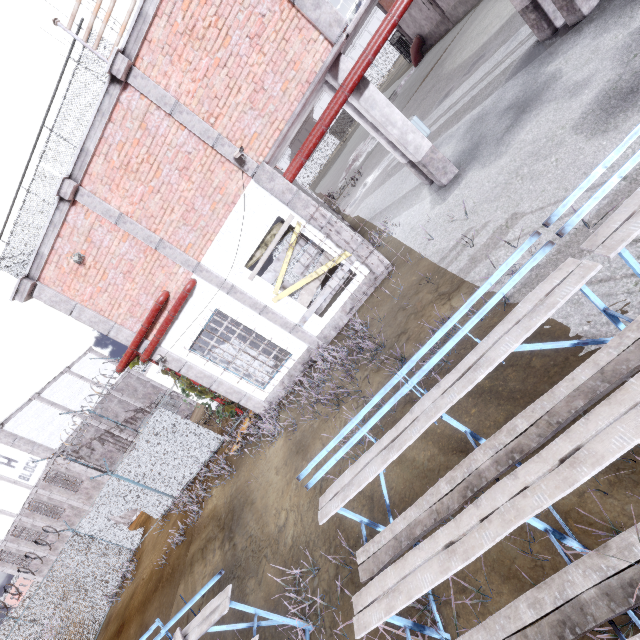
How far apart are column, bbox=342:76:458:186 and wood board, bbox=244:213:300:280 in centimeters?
305cm

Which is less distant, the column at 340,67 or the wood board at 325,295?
the column at 340,67

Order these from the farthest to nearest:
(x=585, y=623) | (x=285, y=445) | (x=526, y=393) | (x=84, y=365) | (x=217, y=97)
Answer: (x=84, y=365) < (x=285, y=445) < (x=217, y=97) < (x=526, y=393) < (x=585, y=623)

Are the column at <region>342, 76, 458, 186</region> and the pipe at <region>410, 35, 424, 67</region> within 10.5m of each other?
no

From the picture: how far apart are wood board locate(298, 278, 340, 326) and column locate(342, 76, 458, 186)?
3.0 meters

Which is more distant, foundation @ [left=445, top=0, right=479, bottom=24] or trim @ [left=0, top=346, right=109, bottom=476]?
foundation @ [left=445, top=0, right=479, bottom=24]

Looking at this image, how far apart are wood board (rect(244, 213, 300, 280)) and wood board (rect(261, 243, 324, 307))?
0.14m

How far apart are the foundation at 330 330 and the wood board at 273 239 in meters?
2.4
